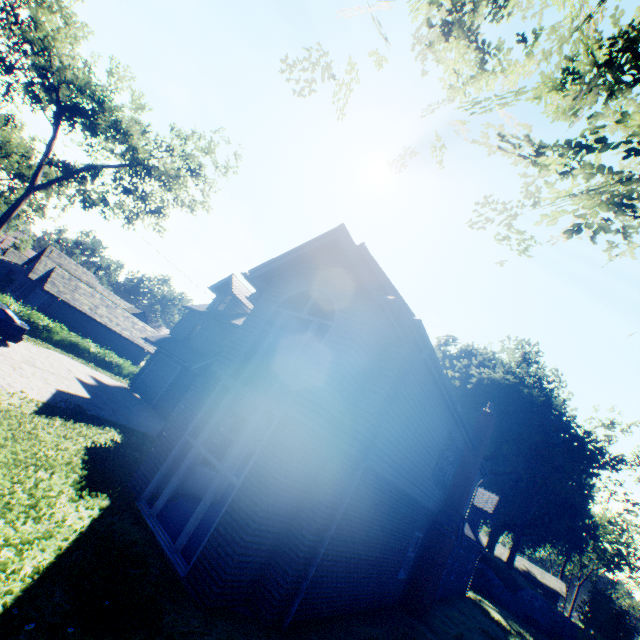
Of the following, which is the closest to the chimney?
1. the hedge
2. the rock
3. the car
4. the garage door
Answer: the garage door

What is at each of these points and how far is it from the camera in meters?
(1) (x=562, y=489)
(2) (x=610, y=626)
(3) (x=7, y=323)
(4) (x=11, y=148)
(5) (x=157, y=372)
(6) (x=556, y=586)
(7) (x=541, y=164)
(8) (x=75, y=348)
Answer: (1) plant, 45.3
(2) plant, 26.6
(3) car, 15.0
(4) tree, 43.8
(5) garage door, 22.0
(6) house, 56.1
(7) tree, 3.6
(8) hedge, 27.8

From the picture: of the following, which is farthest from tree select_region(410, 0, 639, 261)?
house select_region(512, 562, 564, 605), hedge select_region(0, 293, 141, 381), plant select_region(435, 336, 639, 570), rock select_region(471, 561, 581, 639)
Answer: house select_region(512, 562, 564, 605)

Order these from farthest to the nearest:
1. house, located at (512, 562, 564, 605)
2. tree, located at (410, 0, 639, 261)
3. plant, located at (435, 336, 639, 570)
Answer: house, located at (512, 562, 564, 605)
plant, located at (435, 336, 639, 570)
tree, located at (410, 0, 639, 261)

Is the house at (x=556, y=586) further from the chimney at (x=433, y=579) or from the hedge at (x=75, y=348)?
the hedge at (x=75, y=348)

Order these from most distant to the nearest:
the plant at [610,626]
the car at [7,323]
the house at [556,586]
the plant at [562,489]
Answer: the house at [556,586] < the plant at [562,489] < the plant at [610,626] < the car at [7,323]

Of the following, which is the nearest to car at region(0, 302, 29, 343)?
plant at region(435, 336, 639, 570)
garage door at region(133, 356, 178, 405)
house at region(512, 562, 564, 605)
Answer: garage door at region(133, 356, 178, 405)

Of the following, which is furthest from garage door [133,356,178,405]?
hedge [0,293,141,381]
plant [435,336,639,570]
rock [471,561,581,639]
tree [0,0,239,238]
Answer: rock [471,561,581,639]
